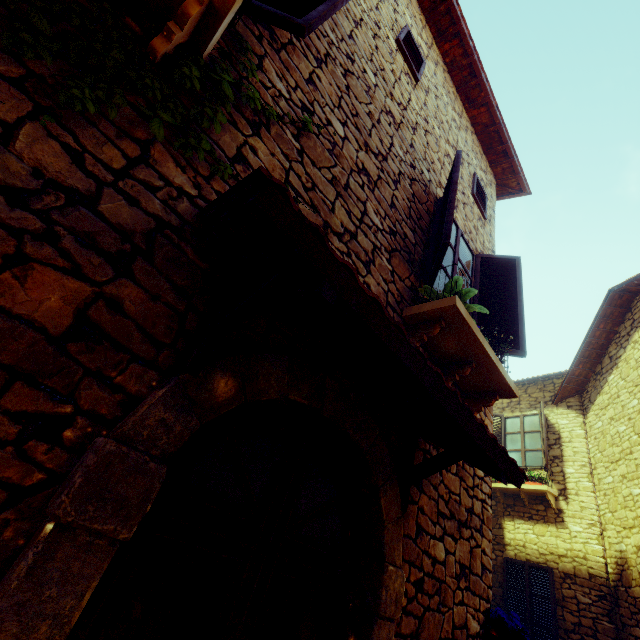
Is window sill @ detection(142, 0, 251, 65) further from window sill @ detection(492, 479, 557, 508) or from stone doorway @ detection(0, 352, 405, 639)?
window sill @ detection(492, 479, 557, 508)

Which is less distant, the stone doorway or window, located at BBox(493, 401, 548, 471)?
the stone doorway

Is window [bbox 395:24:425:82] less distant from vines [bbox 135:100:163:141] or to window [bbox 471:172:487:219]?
window [bbox 471:172:487:219]

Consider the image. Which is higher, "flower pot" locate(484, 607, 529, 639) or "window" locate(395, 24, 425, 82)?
"window" locate(395, 24, 425, 82)

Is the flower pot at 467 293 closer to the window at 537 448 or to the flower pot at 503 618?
the window at 537 448

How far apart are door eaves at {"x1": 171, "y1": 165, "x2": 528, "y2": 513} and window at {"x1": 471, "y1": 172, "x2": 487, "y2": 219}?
4.22m

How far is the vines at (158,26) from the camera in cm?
151

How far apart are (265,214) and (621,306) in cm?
959
